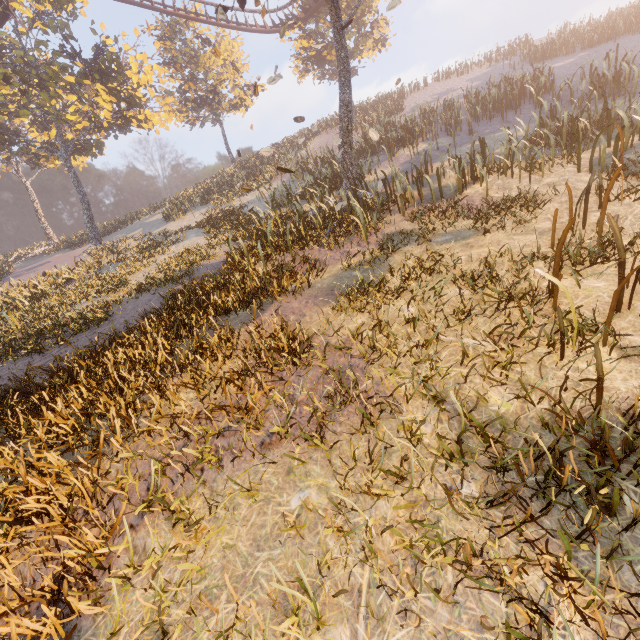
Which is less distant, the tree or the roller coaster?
the tree

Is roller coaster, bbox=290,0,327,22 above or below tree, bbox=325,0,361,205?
above

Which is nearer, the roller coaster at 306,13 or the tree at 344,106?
the tree at 344,106

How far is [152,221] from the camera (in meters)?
31.11

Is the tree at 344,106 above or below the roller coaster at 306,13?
below
